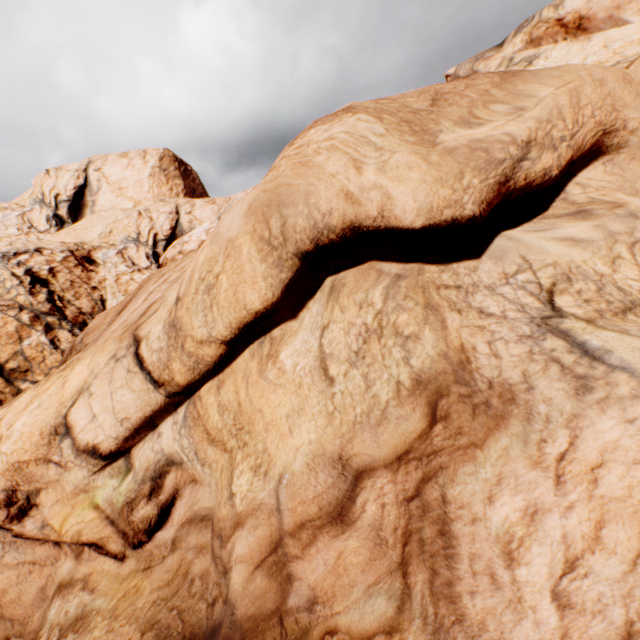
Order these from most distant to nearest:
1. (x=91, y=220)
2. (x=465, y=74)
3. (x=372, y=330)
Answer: (x=91, y=220) → (x=465, y=74) → (x=372, y=330)
